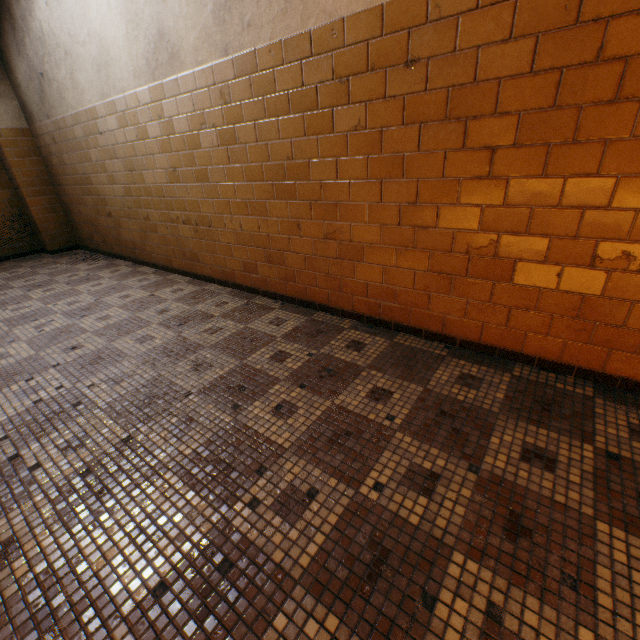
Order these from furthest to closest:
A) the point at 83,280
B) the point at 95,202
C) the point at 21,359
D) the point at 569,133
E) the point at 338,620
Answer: the point at 95,202
the point at 83,280
the point at 21,359
the point at 569,133
the point at 338,620
